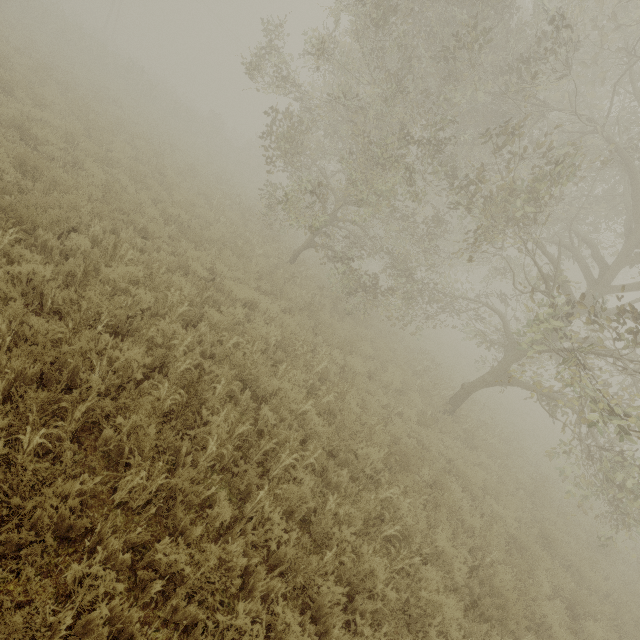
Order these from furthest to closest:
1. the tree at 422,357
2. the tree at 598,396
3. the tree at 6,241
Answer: the tree at 422,357, the tree at 598,396, the tree at 6,241

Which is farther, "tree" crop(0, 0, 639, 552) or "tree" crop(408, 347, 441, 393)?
"tree" crop(408, 347, 441, 393)

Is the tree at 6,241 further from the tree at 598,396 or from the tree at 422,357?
the tree at 422,357

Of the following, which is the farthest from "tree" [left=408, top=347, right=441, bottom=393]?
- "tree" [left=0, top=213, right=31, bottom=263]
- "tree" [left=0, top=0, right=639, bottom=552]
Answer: "tree" [left=0, top=213, right=31, bottom=263]

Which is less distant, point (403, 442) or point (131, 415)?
point (131, 415)

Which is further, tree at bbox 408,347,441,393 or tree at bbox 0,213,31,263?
tree at bbox 408,347,441,393

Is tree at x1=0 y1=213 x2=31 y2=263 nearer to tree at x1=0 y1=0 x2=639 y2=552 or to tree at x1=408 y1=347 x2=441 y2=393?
tree at x1=0 y1=0 x2=639 y2=552

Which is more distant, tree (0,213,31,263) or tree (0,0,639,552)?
tree (0,0,639,552)
